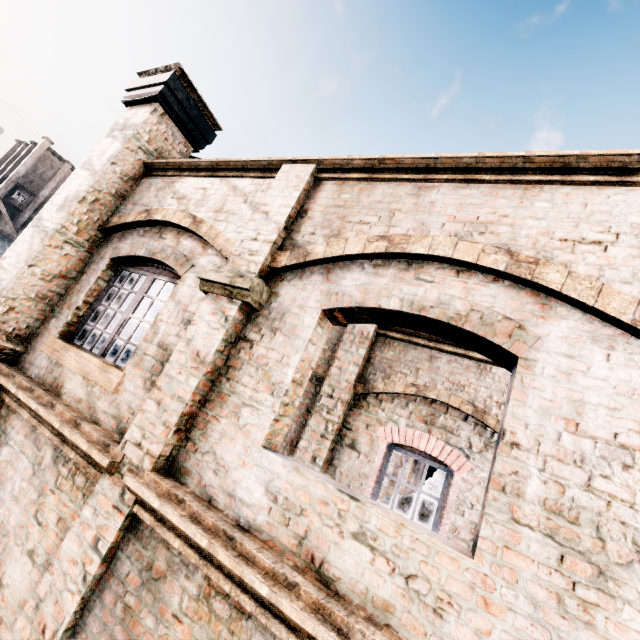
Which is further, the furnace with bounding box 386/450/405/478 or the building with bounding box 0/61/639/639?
the furnace with bounding box 386/450/405/478

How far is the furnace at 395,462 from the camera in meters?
19.4 m

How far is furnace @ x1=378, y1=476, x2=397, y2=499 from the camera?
19.0m

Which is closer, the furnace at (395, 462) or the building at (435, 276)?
the building at (435, 276)

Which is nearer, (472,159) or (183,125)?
(472,159)
